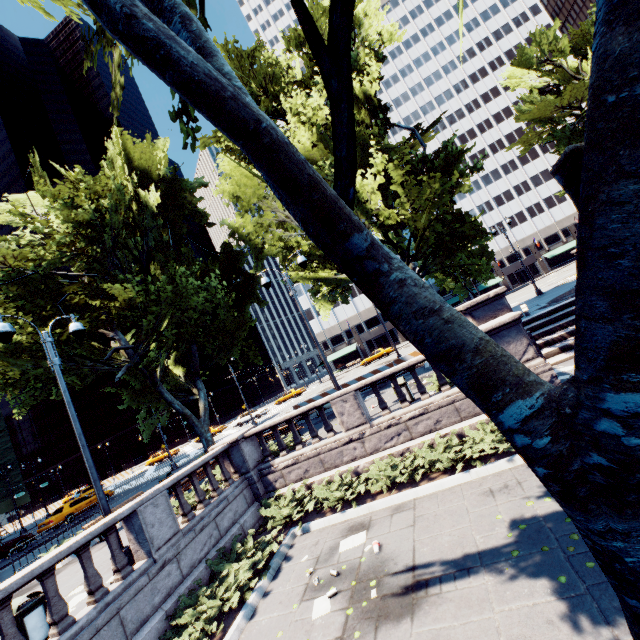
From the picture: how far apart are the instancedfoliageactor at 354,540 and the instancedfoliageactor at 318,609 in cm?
105

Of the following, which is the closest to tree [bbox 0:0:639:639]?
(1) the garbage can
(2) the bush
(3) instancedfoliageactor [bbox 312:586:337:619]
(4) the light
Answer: (4) the light

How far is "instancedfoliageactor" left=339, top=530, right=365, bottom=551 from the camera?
7.7 meters

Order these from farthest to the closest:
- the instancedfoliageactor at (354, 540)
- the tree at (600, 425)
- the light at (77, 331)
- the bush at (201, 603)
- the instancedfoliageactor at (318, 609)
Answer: the light at (77, 331) → the instancedfoliageactor at (354, 540) → the bush at (201, 603) → the instancedfoliageactor at (318, 609) → the tree at (600, 425)

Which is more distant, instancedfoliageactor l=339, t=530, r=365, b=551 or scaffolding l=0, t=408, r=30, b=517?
scaffolding l=0, t=408, r=30, b=517

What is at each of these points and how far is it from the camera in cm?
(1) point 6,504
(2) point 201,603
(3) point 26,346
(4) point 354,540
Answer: (1) scaffolding, 3572
(2) bush, 728
(3) tree, 1436
(4) instancedfoliageactor, 786

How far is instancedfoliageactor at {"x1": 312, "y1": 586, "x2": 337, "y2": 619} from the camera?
6.0 meters

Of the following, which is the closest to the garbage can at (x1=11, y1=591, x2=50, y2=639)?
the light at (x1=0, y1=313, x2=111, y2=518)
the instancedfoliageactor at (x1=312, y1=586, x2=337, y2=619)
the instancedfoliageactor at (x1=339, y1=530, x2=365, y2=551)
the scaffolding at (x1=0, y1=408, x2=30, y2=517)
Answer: the light at (x1=0, y1=313, x2=111, y2=518)
